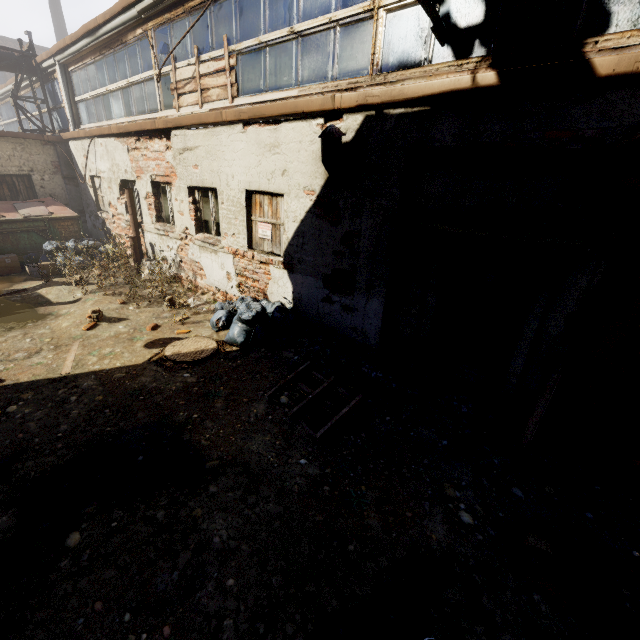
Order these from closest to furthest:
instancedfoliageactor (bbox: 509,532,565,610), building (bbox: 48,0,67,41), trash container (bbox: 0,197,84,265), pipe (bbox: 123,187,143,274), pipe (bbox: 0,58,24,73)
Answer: instancedfoliageactor (bbox: 509,532,565,610) < pipe (bbox: 123,187,143,274) < trash container (bbox: 0,197,84,265) < pipe (bbox: 0,58,24,73) < building (bbox: 48,0,67,41)

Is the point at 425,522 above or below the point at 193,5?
below

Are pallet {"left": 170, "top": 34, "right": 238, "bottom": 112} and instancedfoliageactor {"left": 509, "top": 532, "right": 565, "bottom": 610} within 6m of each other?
no

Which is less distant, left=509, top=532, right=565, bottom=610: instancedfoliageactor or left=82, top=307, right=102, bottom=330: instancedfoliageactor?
left=509, top=532, right=565, bottom=610: instancedfoliageactor

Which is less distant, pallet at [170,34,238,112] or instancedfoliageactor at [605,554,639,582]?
instancedfoliageactor at [605,554,639,582]

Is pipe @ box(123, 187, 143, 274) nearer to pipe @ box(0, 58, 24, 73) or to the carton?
the carton

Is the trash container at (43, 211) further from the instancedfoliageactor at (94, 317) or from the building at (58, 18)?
the building at (58, 18)

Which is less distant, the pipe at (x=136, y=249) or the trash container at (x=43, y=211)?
the pipe at (x=136, y=249)
